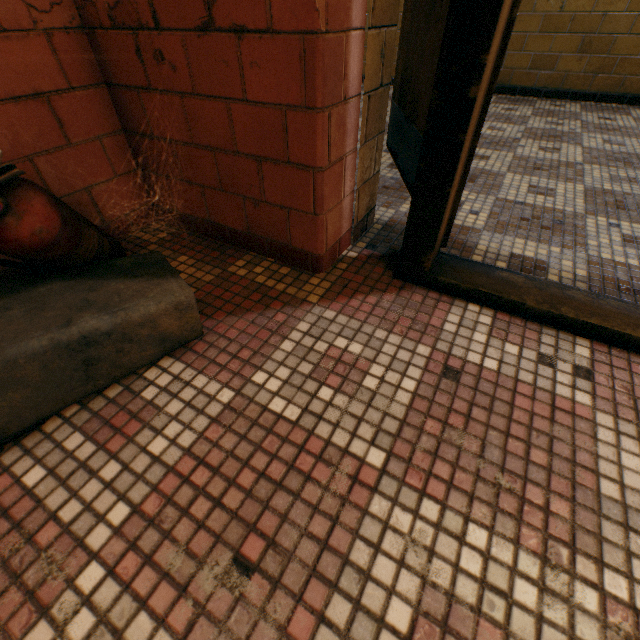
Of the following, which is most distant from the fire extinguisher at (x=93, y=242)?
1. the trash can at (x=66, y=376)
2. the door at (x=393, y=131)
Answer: the door at (x=393, y=131)

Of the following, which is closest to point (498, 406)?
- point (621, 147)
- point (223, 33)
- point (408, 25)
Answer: point (223, 33)

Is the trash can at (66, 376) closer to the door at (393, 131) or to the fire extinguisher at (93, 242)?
the fire extinguisher at (93, 242)

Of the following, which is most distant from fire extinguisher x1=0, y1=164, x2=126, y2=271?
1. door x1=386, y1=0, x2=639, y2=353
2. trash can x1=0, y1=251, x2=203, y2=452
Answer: door x1=386, y1=0, x2=639, y2=353

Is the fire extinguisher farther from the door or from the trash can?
the door

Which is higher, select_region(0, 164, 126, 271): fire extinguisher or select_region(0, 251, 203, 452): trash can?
select_region(0, 164, 126, 271): fire extinguisher
